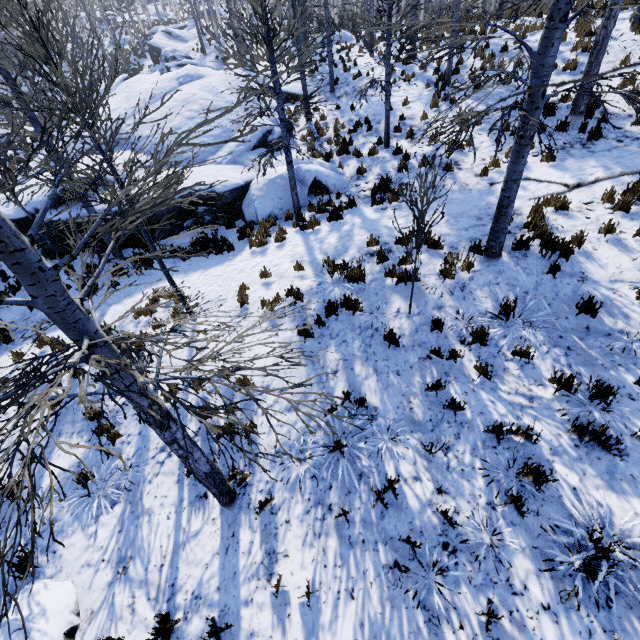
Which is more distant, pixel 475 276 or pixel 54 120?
pixel 54 120

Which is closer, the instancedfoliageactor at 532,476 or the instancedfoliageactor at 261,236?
the instancedfoliageactor at 532,476

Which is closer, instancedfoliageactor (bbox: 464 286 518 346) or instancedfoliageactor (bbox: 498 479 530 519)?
instancedfoliageactor (bbox: 498 479 530 519)

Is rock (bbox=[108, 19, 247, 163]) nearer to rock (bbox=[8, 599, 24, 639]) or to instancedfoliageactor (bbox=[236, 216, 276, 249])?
instancedfoliageactor (bbox=[236, 216, 276, 249])

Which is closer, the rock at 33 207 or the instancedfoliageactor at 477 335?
the instancedfoliageactor at 477 335

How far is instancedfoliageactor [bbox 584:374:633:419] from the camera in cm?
409
